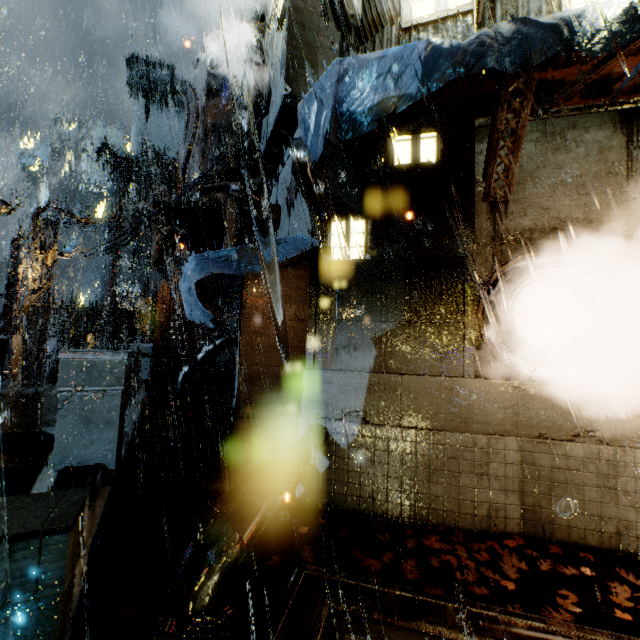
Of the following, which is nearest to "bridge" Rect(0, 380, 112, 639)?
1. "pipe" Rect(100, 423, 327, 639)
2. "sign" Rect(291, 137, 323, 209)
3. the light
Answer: "pipe" Rect(100, 423, 327, 639)

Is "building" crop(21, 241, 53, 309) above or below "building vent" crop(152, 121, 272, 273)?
below

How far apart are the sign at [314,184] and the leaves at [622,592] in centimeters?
835cm

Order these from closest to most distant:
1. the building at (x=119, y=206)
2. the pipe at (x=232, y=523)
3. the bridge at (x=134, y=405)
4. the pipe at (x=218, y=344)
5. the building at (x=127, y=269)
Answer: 1. the pipe at (x=232, y=523)
2. the bridge at (x=134, y=405)
3. the pipe at (x=218, y=344)
4. the building at (x=119, y=206)
5. the building at (x=127, y=269)

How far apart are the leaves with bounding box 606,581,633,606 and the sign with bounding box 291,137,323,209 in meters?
8.4

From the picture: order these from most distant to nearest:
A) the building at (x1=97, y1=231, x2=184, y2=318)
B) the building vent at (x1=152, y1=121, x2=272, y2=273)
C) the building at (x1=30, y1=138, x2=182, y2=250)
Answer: the building at (x1=97, y1=231, x2=184, y2=318)
the building at (x1=30, y1=138, x2=182, y2=250)
the building vent at (x1=152, y1=121, x2=272, y2=273)

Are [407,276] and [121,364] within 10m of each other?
yes

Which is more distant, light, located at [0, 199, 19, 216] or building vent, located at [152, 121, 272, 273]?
light, located at [0, 199, 19, 216]
